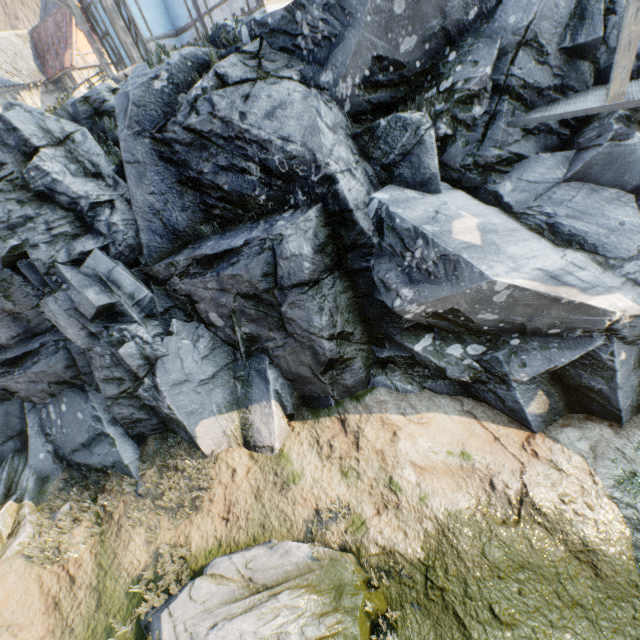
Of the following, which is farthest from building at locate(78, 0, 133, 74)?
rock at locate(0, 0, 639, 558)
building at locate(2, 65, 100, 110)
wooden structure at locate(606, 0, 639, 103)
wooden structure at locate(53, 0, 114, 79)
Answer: wooden structure at locate(606, 0, 639, 103)

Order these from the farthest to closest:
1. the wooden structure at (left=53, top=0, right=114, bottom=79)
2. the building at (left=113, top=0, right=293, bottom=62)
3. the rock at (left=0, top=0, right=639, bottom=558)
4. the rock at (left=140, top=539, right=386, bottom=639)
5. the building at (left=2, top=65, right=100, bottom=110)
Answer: the building at (left=2, top=65, right=100, bottom=110) < the wooden structure at (left=53, top=0, right=114, bottom=79) < the building at (left=113, top=0, right=293, bottom=62) < the rock at (left=0, top=0, right=639, bottom=558) < the rock at (left=140, top=539, right=386, bottom=639)

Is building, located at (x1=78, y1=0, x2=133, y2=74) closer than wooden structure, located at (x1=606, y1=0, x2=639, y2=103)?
No

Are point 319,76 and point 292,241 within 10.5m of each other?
yes

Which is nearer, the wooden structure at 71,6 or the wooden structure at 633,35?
the wooden structure at 633,35

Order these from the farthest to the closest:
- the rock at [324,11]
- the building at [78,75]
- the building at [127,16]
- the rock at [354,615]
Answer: the building at [78,75] → the building at [127,16] → the rock at [324,11] → the rock at [354,615]

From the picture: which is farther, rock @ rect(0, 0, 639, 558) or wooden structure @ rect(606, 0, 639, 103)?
rock @ rect(0, 0, 639, 558)
